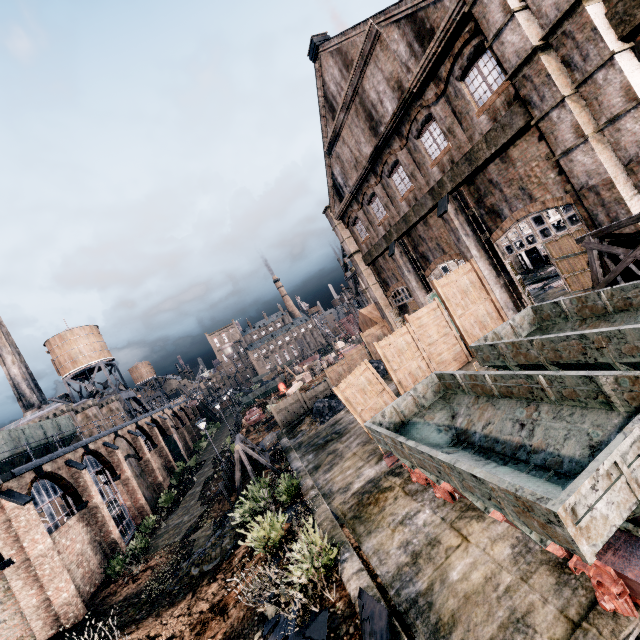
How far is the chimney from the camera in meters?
30.9 m

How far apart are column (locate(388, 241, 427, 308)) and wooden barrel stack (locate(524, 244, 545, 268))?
16.0 meters

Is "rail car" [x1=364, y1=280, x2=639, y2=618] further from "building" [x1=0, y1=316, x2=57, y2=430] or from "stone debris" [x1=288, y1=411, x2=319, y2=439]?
"building" [x1=0, y1=316, x2=57, y2=430]

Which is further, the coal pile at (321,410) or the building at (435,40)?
the coal pile at (321,410)

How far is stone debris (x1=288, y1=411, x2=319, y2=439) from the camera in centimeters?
2167cm

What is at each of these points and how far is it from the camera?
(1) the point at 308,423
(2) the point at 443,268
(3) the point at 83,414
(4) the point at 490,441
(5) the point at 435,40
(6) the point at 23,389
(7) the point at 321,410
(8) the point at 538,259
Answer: (1) stone debris, 23.3 meters
(2) door, 19.0 meters
(3) chimney, 36.4 meters
(4) rail car, 7.9 meters
(5) building, 13.8 meters
(6) building, 56.0 meters
(7) coal pile, 23.1 meters
(8) wooden barrel stack, 32.2 meters

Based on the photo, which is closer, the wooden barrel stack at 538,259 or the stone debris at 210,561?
the stone debris at 210,561

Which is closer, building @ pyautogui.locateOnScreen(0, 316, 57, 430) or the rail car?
the rail car
